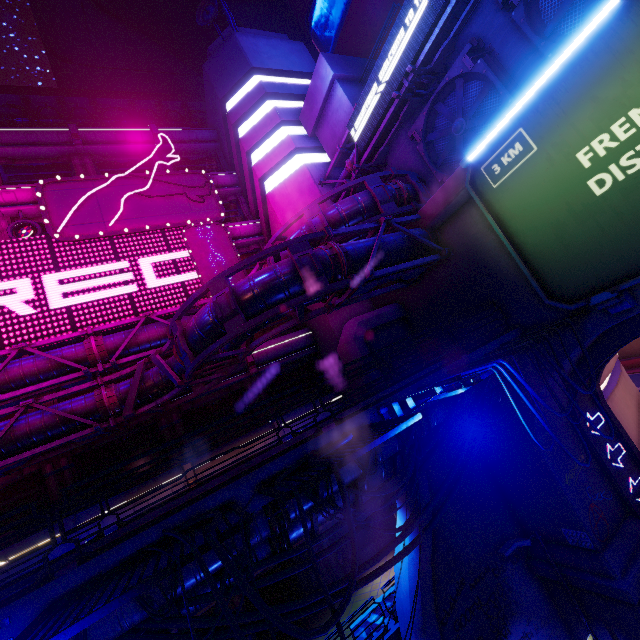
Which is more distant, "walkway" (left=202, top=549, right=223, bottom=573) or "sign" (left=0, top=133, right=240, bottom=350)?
"sign" (left=0, top=133, right=240, bottom=350)

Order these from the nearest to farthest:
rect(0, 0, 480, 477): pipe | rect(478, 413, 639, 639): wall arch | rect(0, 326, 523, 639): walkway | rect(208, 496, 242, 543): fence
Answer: rect(208, 496, 242, 543): fence → rect(0, 326, 523, 639): walkway → rect(0, 0, 480, 477): pipe → rect(478, 413, 639, 639): wall arch

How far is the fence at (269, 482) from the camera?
4.6 meters

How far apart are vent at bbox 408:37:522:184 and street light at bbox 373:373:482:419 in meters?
10.9 m

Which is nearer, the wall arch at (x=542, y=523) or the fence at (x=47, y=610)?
the fence at (x=47, y=610)

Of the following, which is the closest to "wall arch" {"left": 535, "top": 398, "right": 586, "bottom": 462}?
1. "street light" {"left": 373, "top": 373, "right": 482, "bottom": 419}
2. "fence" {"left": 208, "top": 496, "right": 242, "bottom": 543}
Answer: "street light" {"left": 373, "top": 373, "right": 482, "bottom": 419}

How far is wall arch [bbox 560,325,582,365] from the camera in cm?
1018

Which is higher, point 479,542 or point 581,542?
point 479,542
